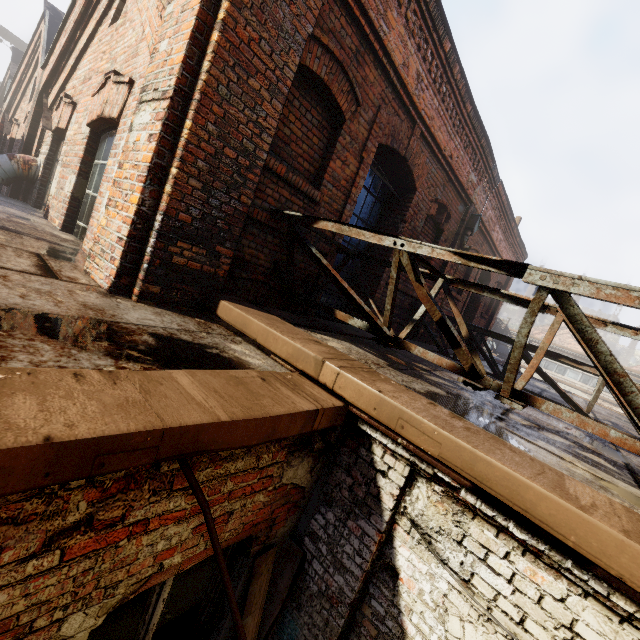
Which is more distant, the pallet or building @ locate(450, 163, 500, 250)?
building @ locate(450, 163, 500, 250)

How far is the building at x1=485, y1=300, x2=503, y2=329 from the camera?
13.0m

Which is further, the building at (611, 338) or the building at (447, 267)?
the building at (611, 338)

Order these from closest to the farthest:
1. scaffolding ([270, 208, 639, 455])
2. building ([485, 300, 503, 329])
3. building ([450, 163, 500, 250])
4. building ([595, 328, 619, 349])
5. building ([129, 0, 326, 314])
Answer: scaffolding ([270, 208, 639, 455]), building ([129, 0, 326, 314]), building ([450, 163, 500, 250]), building ([485, 300, 503, 329]), building ([595, 328, 619, 349])

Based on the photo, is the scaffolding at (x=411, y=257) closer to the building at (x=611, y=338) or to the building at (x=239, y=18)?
the building at (x=239, y=18)

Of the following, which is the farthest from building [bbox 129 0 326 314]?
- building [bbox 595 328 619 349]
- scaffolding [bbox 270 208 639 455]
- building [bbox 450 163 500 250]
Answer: building [bbox 595 328 619 349]

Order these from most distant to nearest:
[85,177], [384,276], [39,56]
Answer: [39,56]
[384,276]
[85,177]

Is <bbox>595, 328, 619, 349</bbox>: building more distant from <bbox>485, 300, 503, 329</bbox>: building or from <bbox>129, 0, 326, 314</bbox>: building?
<bbox>129, 0, 326, 314</bbox>: building
